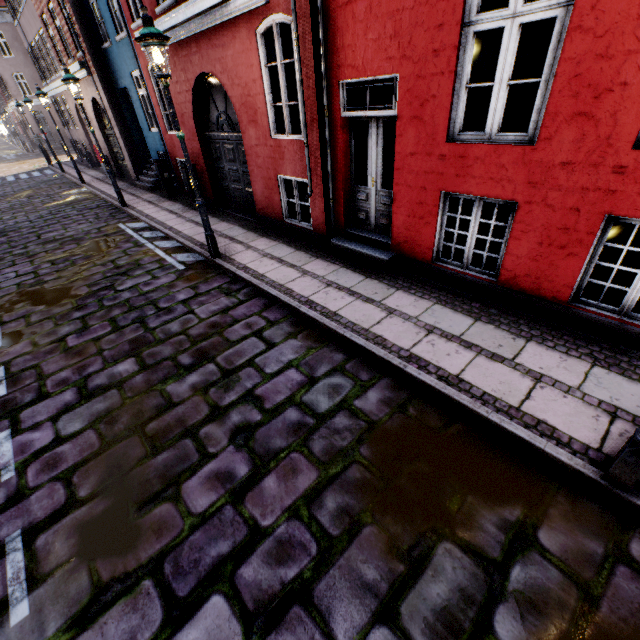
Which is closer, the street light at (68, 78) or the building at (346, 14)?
the building at (346, 14)

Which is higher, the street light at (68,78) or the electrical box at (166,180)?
the street light at (68,78)

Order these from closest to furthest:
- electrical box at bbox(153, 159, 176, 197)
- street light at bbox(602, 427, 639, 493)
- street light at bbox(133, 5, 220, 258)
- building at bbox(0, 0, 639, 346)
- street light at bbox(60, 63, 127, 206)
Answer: street light at bbox(602, 427, 639, 493)
building at bbox(0, 0, 639, 346)
street light at bbox(133, 5, 220, 258)
street light at bbox(60, 63, 127, 206)
electrical box at bbox(153, 159, 176, 197)

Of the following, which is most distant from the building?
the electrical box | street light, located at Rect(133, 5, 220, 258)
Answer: street light, located at Rect(133, 5, 220, 258)

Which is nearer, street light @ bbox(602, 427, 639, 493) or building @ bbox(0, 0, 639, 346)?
street light @ bbox(602, 427, 639, 493)

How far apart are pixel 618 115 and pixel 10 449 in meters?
7.2 m

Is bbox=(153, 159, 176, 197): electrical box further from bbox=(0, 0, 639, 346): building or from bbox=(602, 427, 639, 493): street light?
bbox=(602, 427, 639, 493): street light
